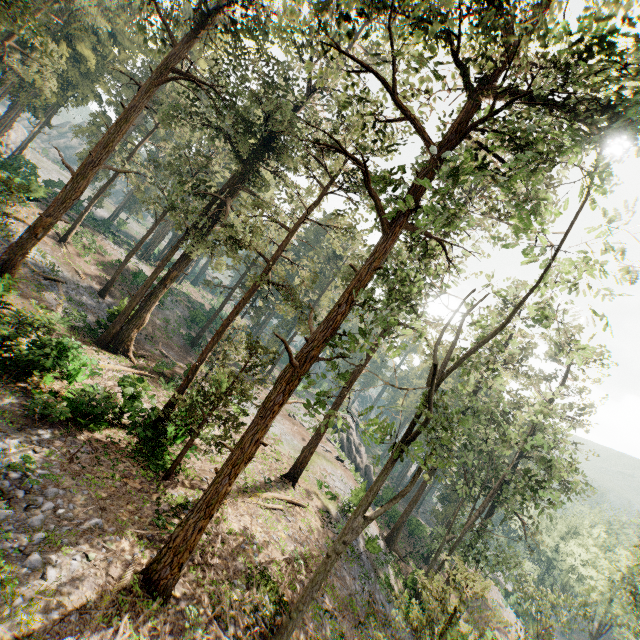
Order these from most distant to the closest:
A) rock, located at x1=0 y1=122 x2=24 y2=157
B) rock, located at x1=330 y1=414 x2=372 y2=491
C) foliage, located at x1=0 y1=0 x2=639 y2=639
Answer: rock, located at x1=0 y1=122 x2=24 y2=157
rock, located at x1=330 y1=414 x2=372 y2=491
foliage, located at x1=0 y1=0 x2=639 y2=639

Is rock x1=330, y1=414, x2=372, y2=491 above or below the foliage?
below

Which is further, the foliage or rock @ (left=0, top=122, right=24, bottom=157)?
rock @ (left=0, top=122, right=24, bottom=157)

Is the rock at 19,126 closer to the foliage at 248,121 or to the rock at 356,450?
the foliage at 248,121

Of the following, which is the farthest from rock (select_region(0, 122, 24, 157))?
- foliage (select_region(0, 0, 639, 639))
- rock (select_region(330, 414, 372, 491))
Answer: rock (select_region(330, 414, 372, 491))

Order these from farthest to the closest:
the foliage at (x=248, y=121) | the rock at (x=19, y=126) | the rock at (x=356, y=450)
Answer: the rock at (x=19, y=126), the rock at (x=356, y=450), the foliage at (x=248, y=121)

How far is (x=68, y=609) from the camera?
7.8 meters
